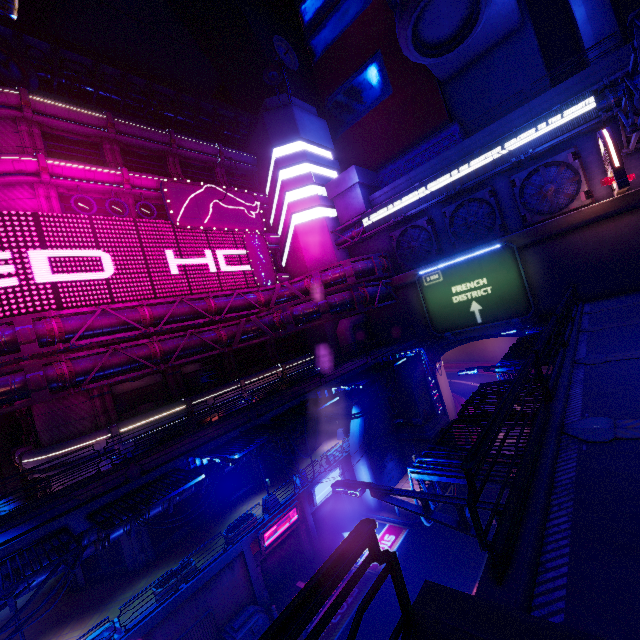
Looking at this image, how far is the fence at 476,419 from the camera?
8.4m

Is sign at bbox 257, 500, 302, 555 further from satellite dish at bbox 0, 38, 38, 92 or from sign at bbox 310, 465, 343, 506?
satellite dish at bbox 0, 38, 38, 92

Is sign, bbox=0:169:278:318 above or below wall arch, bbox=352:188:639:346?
above

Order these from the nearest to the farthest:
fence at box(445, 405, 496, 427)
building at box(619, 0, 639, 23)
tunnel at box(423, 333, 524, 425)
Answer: fence at box(445, 405, 496, 427)
building at box(619, 0, 639, 23)
tunnel at box(423, 333, 524, 425)

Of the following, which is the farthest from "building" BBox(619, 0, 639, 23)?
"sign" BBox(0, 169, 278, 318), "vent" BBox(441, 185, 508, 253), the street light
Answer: the street light

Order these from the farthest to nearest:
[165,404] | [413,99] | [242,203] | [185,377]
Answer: [413,99]
[242,203]
[185,377]
[165,404]

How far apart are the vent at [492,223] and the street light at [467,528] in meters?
25.5 m

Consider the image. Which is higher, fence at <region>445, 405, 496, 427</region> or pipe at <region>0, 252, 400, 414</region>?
pipe at <region>0, 252, 400, 414</region>
